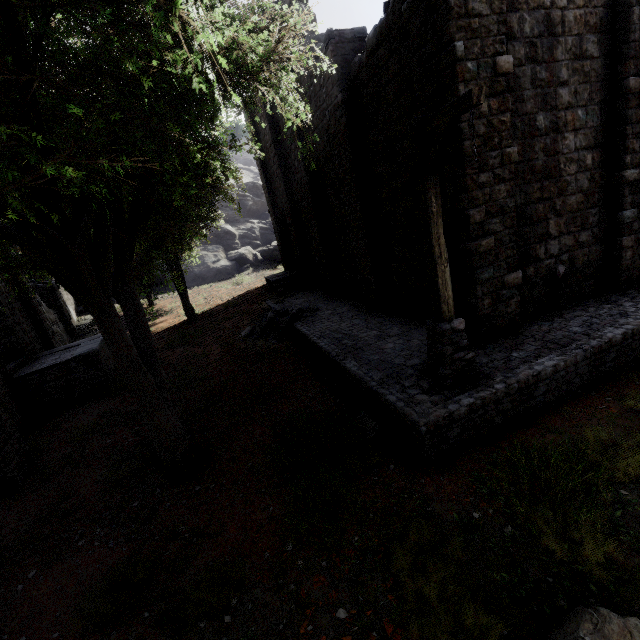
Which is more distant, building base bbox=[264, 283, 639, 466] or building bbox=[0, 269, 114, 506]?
building bbox=[0, 269, 114, 506]

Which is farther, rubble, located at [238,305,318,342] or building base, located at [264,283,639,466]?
rubble, located at [238,305,318,342]

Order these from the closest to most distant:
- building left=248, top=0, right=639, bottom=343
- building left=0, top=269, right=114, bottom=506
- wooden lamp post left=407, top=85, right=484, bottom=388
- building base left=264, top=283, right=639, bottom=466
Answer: wooden lamp post left=407, top=85, right=484, bottom=388 < building base left=264, top=283, right=639, bottom=466 < building left=248, top=0, right=639, bottom=343 < building left=0, top=269, right=114, bottom=506

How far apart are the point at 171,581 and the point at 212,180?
7.9m

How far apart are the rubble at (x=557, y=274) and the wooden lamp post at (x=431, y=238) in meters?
3.6

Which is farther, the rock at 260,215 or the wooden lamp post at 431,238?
the rock at 260,215

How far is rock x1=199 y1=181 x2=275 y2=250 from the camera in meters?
33.6

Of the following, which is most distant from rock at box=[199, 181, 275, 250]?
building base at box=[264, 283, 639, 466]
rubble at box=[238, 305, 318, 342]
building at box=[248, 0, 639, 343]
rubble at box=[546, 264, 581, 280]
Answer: rubble at box=[546, 264, 581, 280]
